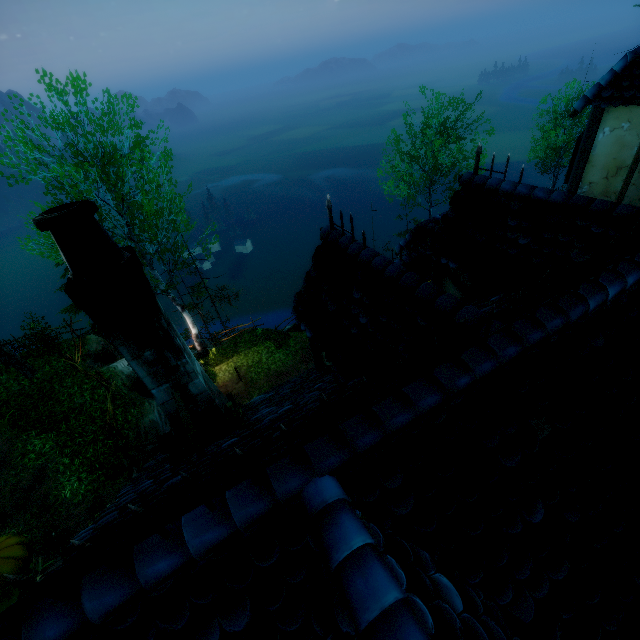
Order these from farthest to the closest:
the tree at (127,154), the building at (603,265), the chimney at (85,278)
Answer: the tree at (127,154) → the chimney at (85,278) → the building at (603,265)

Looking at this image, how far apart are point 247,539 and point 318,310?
3.10m

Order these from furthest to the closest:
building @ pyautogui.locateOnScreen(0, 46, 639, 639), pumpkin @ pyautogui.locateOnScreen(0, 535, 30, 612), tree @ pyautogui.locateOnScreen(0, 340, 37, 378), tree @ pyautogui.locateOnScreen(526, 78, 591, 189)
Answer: tree @ pyautogui.locateOnScreen(526, 78, 591, 189) < tree @ pyautogui.locateOnScreen(0, 340, 37, 378) < pumpkin @ pyautogui.locateOnScreen(0, 535, 30, 612) < building @ pyautogui.locateOnScreen(0, 46, 639, 639)

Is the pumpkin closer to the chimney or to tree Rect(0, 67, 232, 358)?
the chimney

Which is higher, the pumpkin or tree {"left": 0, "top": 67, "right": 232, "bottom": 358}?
tree {"left": 0, "top": 67, "right": 232, "bottom": 358}

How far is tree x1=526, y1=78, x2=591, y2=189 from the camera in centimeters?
2541cm

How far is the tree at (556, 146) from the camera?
25.4 meters

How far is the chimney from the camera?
2.49m
